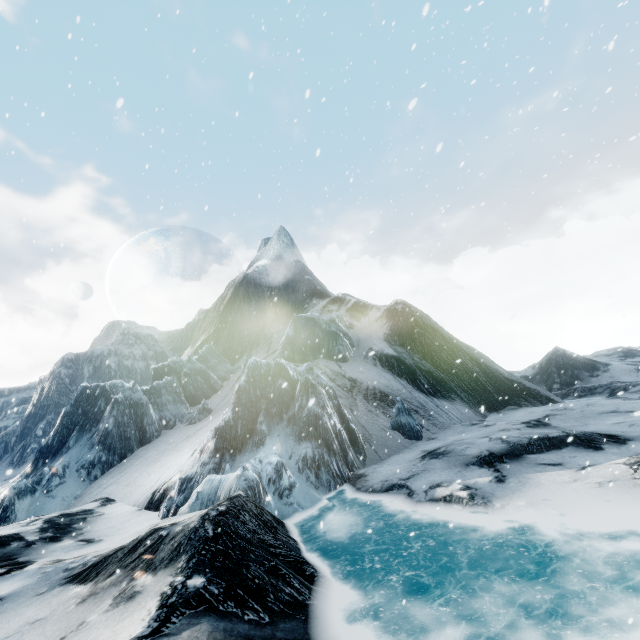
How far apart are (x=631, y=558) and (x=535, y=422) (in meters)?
10.26
